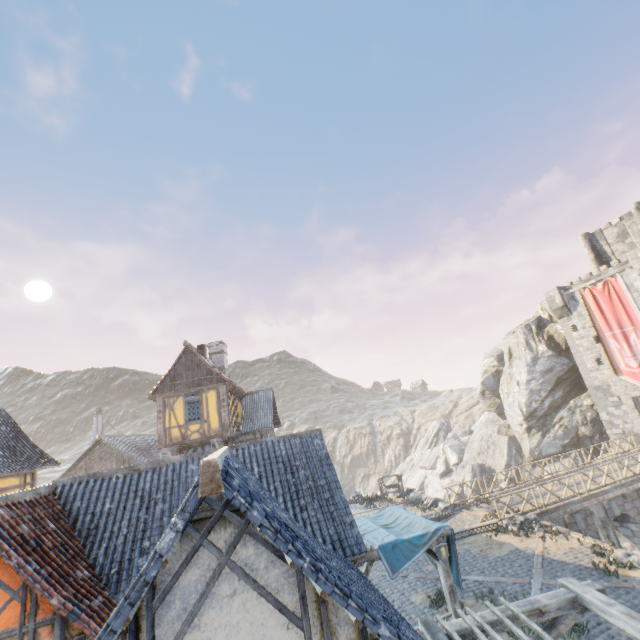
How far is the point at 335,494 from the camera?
9.2m

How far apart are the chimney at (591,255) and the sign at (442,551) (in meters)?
34.16

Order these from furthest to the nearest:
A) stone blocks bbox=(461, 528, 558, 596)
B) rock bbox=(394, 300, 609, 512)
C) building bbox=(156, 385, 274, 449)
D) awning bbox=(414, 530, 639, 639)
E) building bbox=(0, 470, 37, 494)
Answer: rock bbox=(394, 300, 609, 512), building bbox=(156, 385, 274, 449), building bbox=(0, 470, 37, 494), stone blocks bbox=(461, 528, 558, 596), awning bbox=(414, 530, 639, 639)

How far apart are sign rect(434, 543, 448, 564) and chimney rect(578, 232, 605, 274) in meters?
34.2 m

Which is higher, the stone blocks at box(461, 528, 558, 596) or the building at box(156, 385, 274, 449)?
the building at box(156, 385, 274, 449)

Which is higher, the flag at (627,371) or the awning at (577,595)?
the flag at (627,371)

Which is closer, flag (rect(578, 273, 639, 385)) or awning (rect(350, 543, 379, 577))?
awning (rect(350, 543, 379, 577))

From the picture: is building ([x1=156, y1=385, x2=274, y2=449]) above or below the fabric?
Result: above
